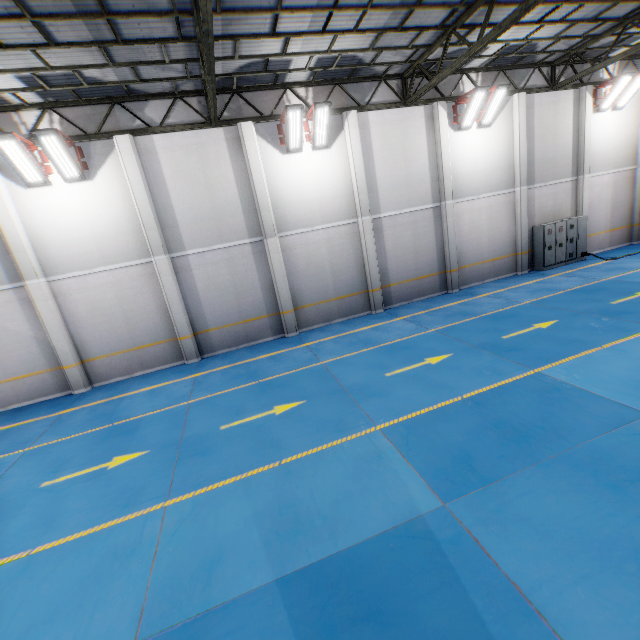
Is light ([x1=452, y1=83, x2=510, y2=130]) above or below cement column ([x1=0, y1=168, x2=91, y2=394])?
above

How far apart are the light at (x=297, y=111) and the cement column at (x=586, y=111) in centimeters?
1363cm

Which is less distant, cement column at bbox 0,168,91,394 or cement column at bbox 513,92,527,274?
cement column at bbox 0,168,91,394

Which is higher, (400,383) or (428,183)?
(428,183)

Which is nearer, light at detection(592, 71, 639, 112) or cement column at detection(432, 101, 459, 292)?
cement column at detection(432, 101, 459, 292)

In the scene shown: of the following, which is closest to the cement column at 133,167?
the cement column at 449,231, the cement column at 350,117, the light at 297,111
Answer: the light at 297,111

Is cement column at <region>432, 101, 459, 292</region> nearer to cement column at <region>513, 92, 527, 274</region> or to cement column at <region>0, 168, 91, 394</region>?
cement column at <region>513, 92, 527, 274</region>

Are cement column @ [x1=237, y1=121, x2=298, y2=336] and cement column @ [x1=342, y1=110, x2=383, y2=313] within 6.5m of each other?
yes
